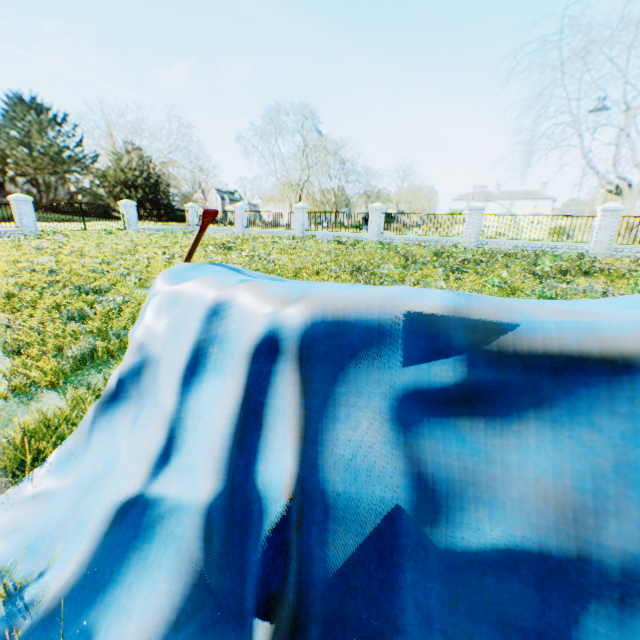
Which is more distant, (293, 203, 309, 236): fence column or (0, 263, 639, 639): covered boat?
(293, 203, 309, 236): fence column

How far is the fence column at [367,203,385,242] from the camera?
19.6m

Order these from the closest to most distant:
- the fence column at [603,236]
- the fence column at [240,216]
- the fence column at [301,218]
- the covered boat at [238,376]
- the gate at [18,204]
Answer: the covered boat at [238,376], the fence column at [603,236], the gate at [18,204], the fence column at [301,218], the fence column at [240,216]

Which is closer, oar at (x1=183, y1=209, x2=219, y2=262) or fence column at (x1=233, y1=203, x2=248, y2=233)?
oar at (x1=183, y1=209, x2=219, y2=262)

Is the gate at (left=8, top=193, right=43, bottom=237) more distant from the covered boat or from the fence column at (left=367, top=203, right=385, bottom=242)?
the covered boat

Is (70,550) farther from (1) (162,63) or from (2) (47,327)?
(1) (162,63)

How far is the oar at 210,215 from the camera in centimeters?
236cm

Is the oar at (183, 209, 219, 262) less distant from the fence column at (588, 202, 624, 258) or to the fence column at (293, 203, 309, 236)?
the fence column at (588, 202, 624, 258)
